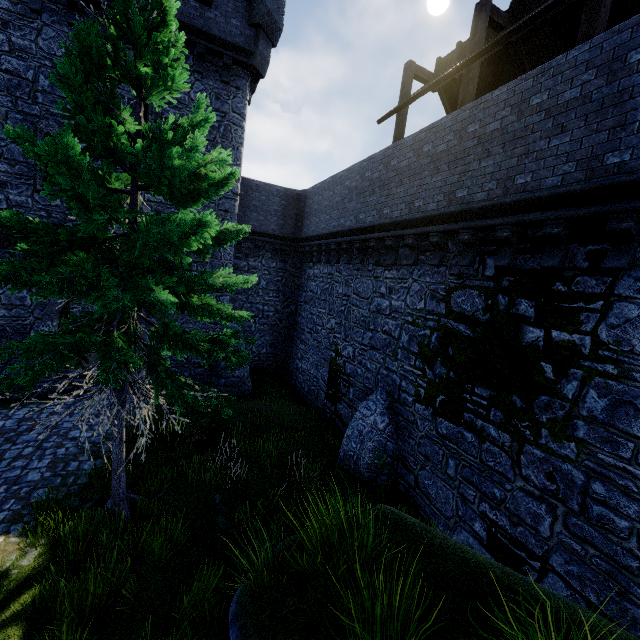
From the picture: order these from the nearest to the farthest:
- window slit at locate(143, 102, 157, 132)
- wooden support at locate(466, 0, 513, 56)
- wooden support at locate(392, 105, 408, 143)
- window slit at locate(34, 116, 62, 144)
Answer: wooden support at locate(466, 0, 513, 56), window slit at locate(34, 116, 62, 144), wooden support at locate(392, 105, 408, 143), window slit at locate(143, 102, 157, 132)

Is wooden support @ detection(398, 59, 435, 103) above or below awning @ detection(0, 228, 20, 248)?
above

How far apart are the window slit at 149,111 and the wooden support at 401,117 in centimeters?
890cm

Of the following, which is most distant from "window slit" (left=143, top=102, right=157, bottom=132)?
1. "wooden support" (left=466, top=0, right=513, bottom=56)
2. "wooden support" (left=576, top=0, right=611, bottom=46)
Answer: "wooden support" (left=576, top=0, right=611, bottom=46)

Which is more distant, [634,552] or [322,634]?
[634,552]

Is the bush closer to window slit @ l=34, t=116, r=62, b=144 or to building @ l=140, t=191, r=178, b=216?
building @ l=140, t=191, r=178, b=216

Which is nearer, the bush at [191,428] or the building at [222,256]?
the bush at [191,428]

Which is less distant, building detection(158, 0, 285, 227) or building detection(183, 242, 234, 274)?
building detection(158, 0, 285, 227)
